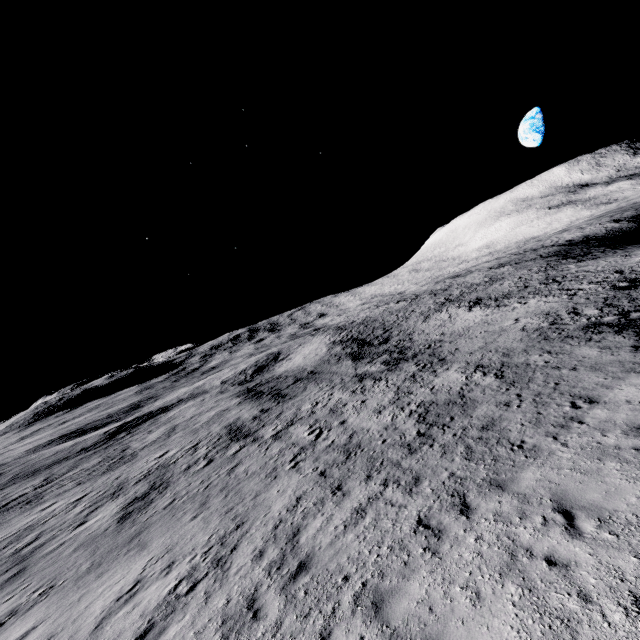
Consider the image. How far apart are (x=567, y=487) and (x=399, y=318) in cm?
5061
